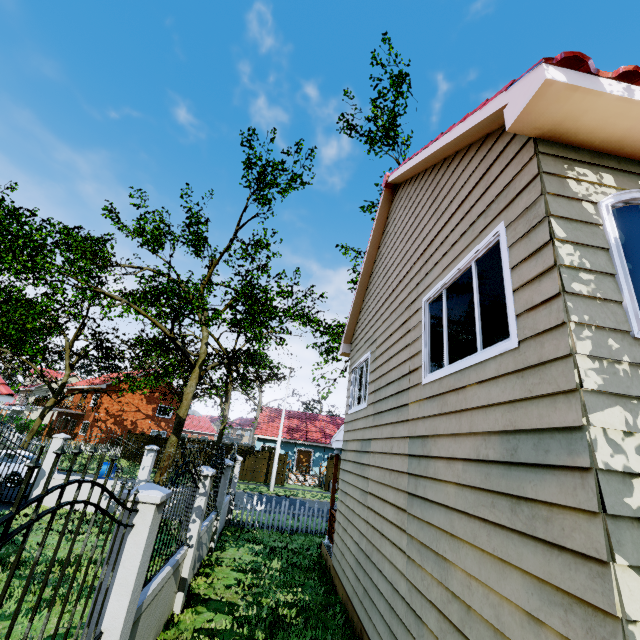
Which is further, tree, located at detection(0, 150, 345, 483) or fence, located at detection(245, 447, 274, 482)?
fence, located at detection(245, 447, 274, 482)

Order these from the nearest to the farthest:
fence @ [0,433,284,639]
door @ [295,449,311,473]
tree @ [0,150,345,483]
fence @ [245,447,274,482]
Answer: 1. fence @ [0,433,284,639]
2. tree @ [0,150,345,483]
3. fence @ [245,447,274,482]
4. door @ [295,449,311,473]

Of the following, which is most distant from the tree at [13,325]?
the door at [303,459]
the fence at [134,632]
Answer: the door at [303,459]

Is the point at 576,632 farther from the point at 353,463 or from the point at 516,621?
the point at 353,463

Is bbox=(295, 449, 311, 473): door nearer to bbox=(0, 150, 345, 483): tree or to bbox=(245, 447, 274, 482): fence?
bbox=(245, 447, 274, 482): fence
